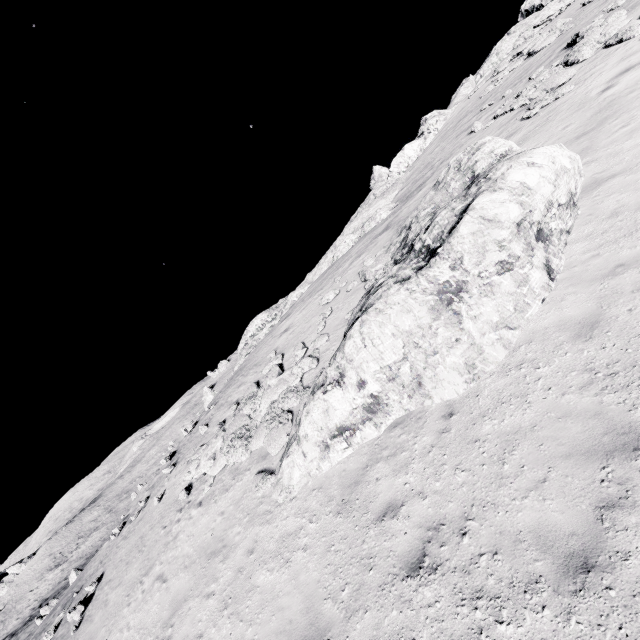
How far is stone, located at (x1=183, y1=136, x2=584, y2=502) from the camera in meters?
7.3

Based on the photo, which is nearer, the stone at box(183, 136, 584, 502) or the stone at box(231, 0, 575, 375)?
the stone at box(183, 136, 584, 502)

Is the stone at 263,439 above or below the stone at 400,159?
below

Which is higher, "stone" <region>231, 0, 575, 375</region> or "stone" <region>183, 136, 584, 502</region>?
"stone" <region>231, 0, 575, 375</region>

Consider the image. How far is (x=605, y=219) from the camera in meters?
8.0 m

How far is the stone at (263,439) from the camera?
7.29m
